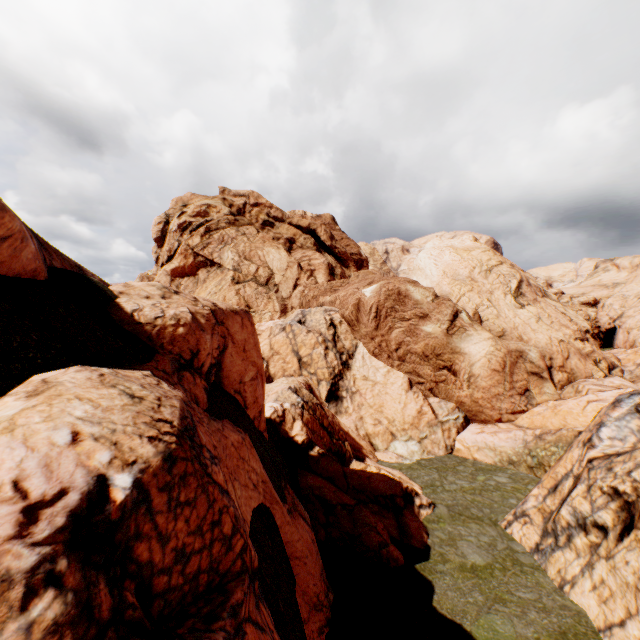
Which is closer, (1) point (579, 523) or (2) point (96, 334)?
(2) point (96, 334)
